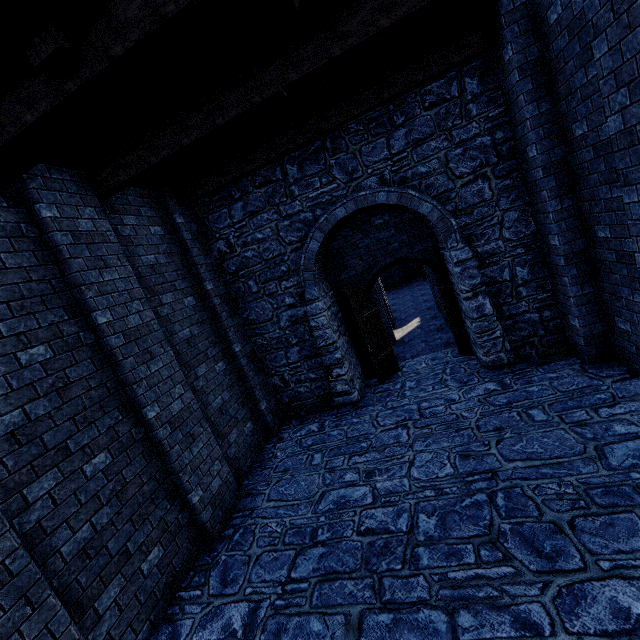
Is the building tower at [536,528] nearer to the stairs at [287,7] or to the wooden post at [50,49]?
the stairs at [287,7]

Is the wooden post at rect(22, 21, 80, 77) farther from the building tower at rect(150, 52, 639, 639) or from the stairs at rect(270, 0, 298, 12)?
the building tower at rect(150, 52, 639, 639)

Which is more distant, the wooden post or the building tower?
the building tower

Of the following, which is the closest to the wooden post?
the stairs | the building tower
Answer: the stairs

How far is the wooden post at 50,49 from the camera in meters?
2.6

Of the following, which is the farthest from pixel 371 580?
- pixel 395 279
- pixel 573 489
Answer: pixel 395 279

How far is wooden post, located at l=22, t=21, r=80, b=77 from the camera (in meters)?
2.58
